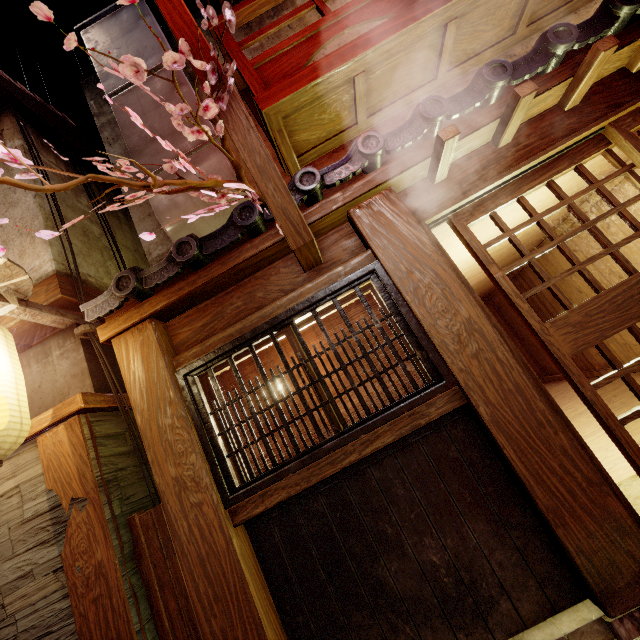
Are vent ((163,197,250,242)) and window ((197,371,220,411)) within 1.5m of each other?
no

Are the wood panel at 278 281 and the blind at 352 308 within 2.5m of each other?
yes

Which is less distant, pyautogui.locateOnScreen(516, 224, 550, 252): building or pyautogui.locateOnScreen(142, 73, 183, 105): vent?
pyautogui.locateOnScreen(142, 73, 183, 105): vent

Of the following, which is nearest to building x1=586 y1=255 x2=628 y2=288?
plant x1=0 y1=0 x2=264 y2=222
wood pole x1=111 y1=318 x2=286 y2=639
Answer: plant x1=0 y1=0 x2=264 y2=222

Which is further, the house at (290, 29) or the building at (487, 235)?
the house at (290, 29)

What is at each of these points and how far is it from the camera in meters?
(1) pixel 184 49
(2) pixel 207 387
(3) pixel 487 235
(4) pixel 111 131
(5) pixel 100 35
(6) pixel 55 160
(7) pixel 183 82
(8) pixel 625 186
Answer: (1) plant, 2.9
(2) window, 5.1
(3) building, 7.8
(4) house, 9.0
(5) vent, 8.8
(6) house, 8.4
(7) vent, 7.8
(8) building, 8.4

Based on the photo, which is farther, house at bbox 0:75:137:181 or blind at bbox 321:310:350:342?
house at bbox 0:75:137:181

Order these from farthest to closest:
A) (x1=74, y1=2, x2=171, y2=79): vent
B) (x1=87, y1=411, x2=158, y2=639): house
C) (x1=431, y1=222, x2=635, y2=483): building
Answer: (x1=74, y1=2, x2=171, y2=79): vent
(x1=431, y1=222, x2=635, y2=483): building
(x1=87, y1=411, x2=158, y2=639): house
